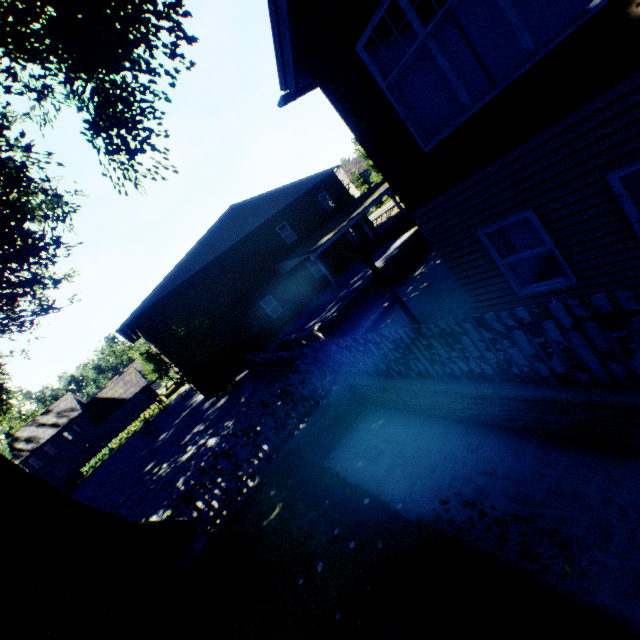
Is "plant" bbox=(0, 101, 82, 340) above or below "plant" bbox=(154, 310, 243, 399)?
above

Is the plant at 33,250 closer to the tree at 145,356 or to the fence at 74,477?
the fence at 74,477

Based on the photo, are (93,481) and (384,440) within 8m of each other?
no

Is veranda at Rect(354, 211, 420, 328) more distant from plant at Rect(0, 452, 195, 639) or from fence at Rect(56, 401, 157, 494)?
plant at Rect(0, 452, 195, 639)

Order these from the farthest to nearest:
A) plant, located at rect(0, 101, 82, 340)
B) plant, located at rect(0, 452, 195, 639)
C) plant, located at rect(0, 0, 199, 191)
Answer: plant, located at rect(0, 101, 82, 340), plant, located at rect(0, 0, 199, 191), plant, located at rect(0, 452, 195, 639)

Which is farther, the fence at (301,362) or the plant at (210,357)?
the plant at (210,357)

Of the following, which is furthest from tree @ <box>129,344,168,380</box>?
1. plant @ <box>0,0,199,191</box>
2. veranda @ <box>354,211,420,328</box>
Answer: veranda @ <box>354,211,420,328</box>

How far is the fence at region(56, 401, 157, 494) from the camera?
33.4 meters
